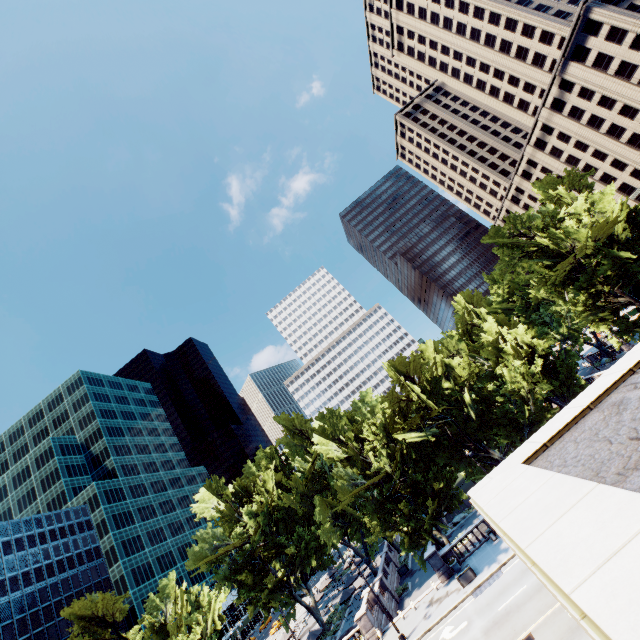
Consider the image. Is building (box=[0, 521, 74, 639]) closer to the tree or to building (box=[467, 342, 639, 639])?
the tree

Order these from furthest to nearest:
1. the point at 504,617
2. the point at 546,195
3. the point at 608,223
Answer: the point at 546,195 → the point at 608,223 → the point at 504,617

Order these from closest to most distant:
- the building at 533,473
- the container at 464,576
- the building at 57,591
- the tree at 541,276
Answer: the building at 533,473, the container at 464,576, the tree at 541,276, the building at 57,591

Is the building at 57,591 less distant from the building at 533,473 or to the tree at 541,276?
the tree at 541,276

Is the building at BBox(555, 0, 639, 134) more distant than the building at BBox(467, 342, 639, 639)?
Yes

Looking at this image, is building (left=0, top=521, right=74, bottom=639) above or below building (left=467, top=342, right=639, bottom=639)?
above

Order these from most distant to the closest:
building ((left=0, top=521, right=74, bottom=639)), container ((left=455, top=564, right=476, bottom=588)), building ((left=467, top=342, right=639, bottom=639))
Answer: building ((left=0, top=521, right=74, bottom=639))
container ((left=455, top=564, right=476, bottom=588))
building ((left=467, top=342, right=639, bottom=639))

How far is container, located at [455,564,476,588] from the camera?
26.9m
